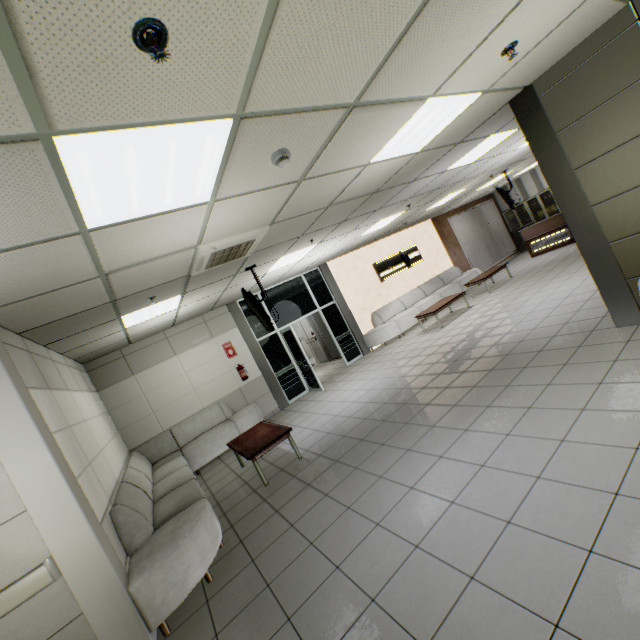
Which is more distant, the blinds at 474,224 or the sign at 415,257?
the blinds at 474,224

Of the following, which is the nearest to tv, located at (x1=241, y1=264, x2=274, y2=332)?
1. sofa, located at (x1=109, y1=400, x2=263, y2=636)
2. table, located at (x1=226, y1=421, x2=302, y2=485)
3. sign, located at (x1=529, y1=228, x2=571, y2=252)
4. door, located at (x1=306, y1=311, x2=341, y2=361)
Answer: table, located at (x1=226, y1=421, x2=302, y2=485)

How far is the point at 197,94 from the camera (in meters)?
1.68

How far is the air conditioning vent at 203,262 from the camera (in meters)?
3.87

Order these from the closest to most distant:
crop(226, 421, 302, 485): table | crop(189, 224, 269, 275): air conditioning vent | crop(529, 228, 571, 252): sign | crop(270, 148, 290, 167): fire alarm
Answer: crop(270, 148, 290, 167): fire alarm < crop(189, 224, 269, 275): air conditioning vent < crop(226, 421, 302, 485): table < crop(529, 228, 571, 252): sign

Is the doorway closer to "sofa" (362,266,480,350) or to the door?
"sofa" (362,266,480,350)

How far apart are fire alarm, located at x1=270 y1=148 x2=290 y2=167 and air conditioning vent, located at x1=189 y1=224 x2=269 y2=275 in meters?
1.5

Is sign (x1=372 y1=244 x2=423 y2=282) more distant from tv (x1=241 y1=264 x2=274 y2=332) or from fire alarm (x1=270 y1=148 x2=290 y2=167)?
fire alarm (x1=270 y1=148 x2=290 y2=167)
